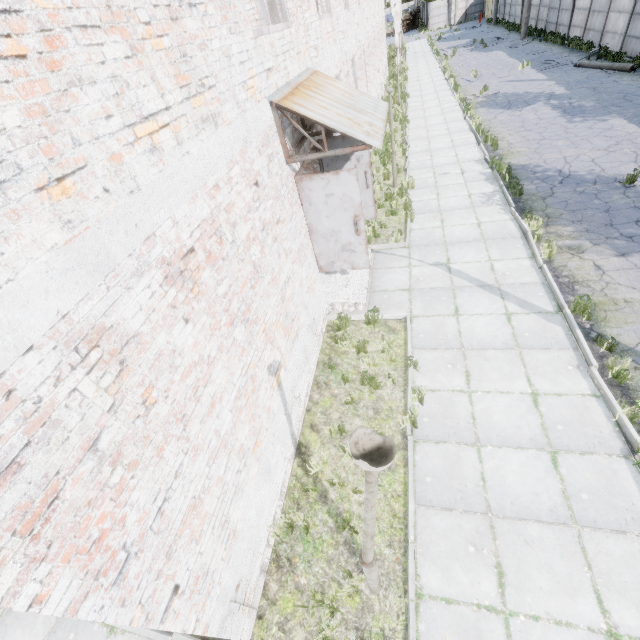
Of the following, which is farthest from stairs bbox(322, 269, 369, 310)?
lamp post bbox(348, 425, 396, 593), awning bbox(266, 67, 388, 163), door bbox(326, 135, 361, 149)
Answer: lamp post bbox(348, 425, 396, 593)

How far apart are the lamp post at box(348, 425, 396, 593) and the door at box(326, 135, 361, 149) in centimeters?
713cm

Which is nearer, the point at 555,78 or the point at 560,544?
the point at 560,544

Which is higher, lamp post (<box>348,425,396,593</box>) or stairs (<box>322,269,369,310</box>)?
lamp post (<box>348,425,396,593</box>)

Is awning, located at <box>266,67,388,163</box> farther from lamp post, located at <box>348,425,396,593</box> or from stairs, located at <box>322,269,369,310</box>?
lamp post, located at <box>348,425,396,593</box>

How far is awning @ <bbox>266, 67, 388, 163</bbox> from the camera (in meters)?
5.10

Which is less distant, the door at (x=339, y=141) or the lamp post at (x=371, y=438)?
the lamp post at (x=371, y=438)

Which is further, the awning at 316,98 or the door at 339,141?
the door at 339,141
